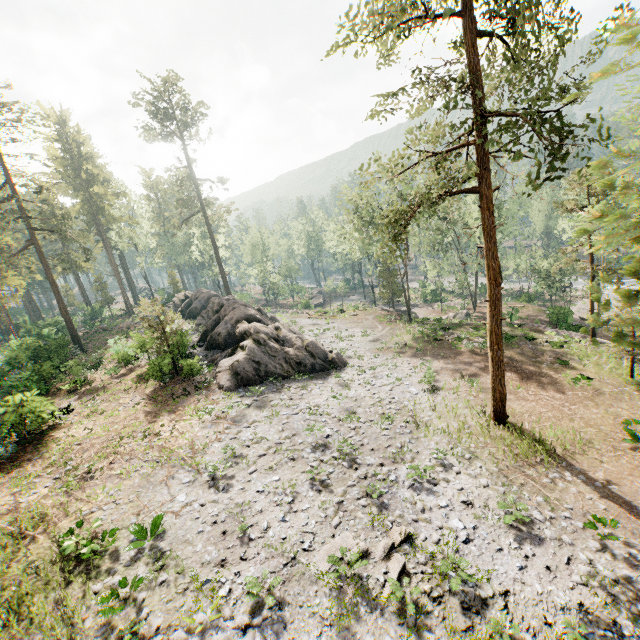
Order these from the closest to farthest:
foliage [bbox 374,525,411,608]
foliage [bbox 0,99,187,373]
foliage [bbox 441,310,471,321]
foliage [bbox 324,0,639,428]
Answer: →
foliage [bbox 324,0,639,428]
foliage [bbox 374,525,411,608]
foliage [bbox 0,99,187,373]
foliage [bbox 441,310,471,321]

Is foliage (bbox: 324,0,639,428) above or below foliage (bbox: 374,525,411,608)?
above

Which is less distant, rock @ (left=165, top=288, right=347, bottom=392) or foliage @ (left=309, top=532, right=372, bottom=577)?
foliage @ (left=309, top=532, right=372, bottom=577)

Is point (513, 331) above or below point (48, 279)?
below

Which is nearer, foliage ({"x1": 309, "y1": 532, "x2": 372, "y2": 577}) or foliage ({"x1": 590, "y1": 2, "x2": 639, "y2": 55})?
foliage ({"x1": 590, "y1": 2, "x2": 639, "y2": 55})

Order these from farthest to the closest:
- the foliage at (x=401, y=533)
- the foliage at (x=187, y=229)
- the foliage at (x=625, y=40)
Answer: the foliage at (x=187, y=229) < the foliage at (x=401, y=533) < the foliage at (x=625, y=40)

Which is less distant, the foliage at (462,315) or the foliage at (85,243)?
the foliage at (85,243)
